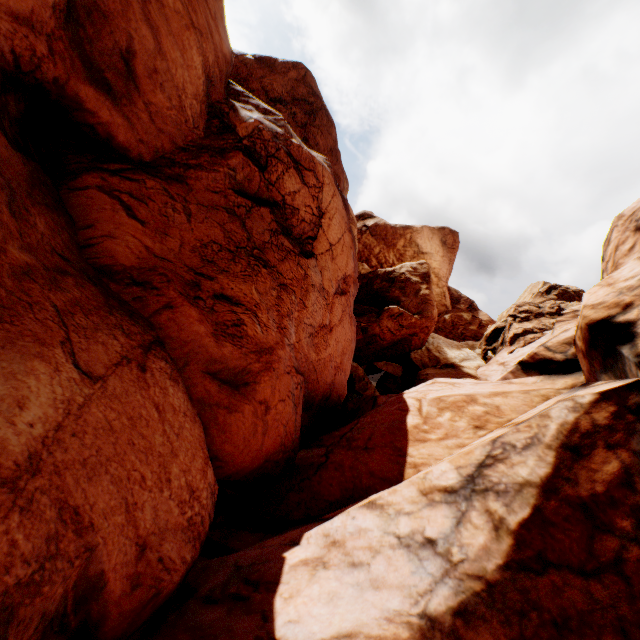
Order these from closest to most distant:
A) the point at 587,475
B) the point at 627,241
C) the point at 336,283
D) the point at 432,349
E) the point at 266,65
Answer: the point at 587,475 → the point at 627,241 → the point at 336,283 → the point at 266,65 → the point at 432,349
